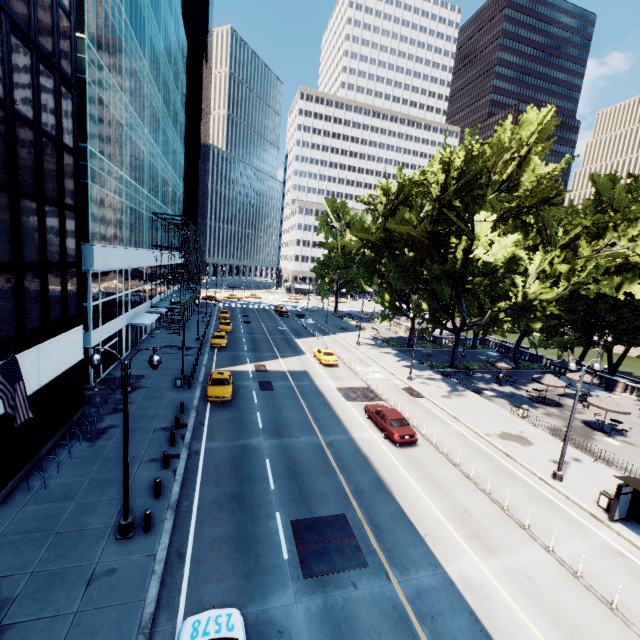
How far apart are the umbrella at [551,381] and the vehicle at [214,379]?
28.4m

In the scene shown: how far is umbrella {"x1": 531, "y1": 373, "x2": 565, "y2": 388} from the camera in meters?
30.0

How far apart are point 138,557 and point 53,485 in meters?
6.4 m

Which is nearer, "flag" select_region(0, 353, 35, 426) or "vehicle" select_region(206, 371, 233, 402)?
"flag" select_region(0, 353, 35, 426)

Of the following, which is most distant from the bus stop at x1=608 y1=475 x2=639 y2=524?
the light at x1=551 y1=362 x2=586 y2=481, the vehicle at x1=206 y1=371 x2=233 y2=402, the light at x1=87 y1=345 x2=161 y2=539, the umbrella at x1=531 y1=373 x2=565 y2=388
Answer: → the vehicle at x1=206 y1=371 x2=233 y2=402

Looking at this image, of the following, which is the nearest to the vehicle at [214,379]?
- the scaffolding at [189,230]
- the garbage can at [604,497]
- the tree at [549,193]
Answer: the scaffolding at [189,230]

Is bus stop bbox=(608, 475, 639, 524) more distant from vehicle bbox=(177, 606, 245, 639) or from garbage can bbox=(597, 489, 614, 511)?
vehicle bbox=(177, 606, 245, 639)

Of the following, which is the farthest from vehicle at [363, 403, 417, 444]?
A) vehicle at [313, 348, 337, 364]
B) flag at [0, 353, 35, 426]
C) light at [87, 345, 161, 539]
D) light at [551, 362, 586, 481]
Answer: flag at [0, 353, 35, 426]
